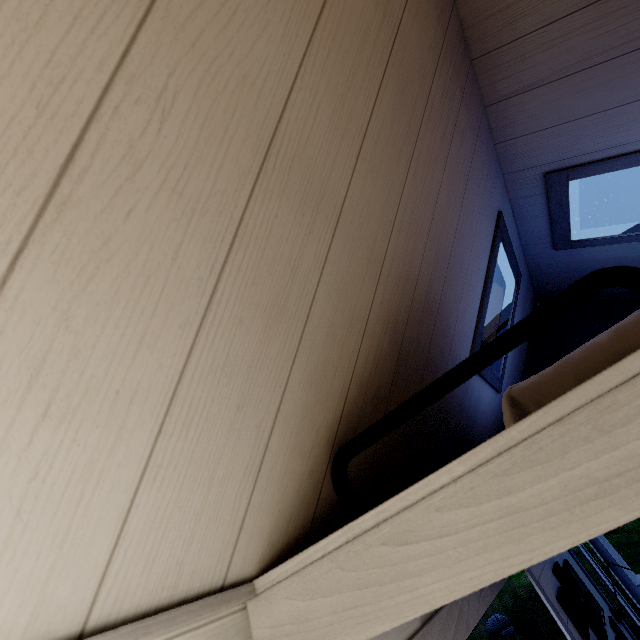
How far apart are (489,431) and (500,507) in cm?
199
